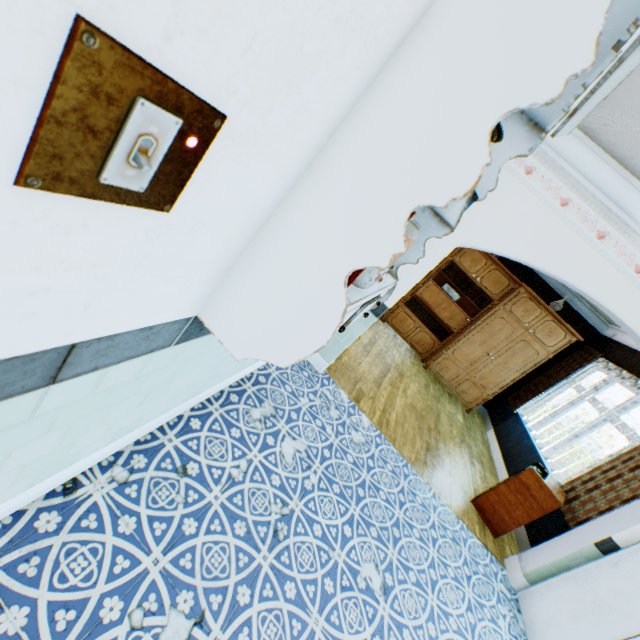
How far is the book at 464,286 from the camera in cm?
684

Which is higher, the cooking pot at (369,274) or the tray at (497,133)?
the tray at (497,133)

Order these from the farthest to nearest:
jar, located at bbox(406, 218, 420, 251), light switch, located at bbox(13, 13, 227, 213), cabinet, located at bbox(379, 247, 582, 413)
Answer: cabinet, located at bbox(379, 247, 582, 413) < jar, located at bbox(406, 218, 420, 251) < light switch, located at bbox(13, 13, 227, 213)

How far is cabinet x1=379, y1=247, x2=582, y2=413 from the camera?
6.2m

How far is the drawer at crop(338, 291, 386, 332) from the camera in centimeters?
118cm

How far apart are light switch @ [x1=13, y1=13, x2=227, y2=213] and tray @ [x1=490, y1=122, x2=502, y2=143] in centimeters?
67cm

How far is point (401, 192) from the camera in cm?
83

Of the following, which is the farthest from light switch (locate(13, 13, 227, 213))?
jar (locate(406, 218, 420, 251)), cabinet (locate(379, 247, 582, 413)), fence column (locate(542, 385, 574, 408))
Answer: fence column (locate(542, 385, 574, 408))
